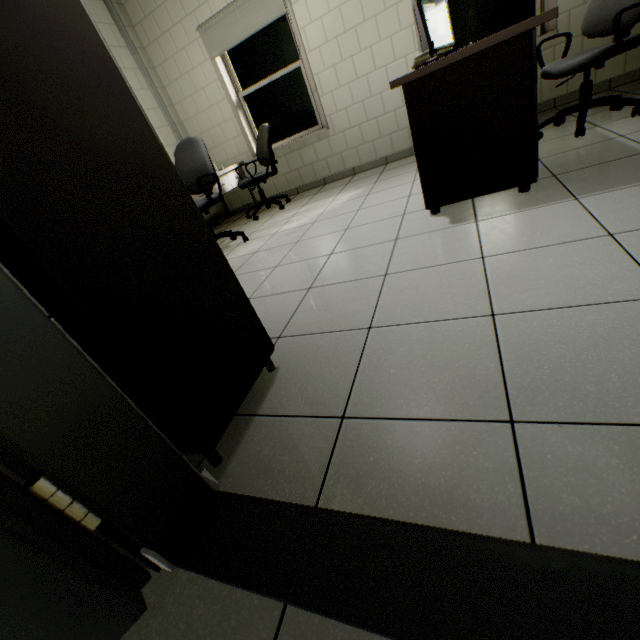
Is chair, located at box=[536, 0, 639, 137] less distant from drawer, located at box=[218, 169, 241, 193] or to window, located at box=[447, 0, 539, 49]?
window, located at box=[447, 0, 539, 49]

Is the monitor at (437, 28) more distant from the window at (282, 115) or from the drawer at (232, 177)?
the drawer at (232, 177)

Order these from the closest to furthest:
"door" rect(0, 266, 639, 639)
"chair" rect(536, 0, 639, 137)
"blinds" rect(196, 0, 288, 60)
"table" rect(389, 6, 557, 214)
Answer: "door" rect(0, 266, 639, 639) → "table" rect(389, 6, 557, 214) → "chair" rect(536, 0, 639, 137) → "blinds" rect(196, 0, 288, 60)

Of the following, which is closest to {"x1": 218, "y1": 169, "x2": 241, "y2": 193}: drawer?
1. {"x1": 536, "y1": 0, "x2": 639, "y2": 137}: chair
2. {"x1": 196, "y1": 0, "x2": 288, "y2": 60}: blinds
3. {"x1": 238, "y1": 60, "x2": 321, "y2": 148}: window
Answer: {"x1": 238, "y1": 60, "x2": 321, "y2": 148}: window

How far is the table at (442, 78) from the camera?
1.7m

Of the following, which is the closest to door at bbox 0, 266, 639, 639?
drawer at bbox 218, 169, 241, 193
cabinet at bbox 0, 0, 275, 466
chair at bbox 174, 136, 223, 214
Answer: cabinet at bbox 0, 0, 275, 466

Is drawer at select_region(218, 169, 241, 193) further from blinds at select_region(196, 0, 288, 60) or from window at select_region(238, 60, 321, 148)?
blinds at select_region(196, 0, 288, 60)

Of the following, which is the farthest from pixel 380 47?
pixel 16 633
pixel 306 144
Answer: pixel 16 633
